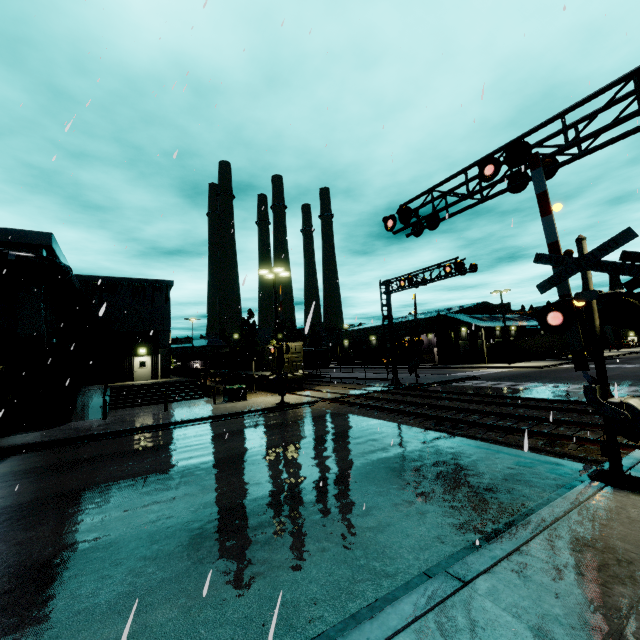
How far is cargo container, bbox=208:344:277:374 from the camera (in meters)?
28.20

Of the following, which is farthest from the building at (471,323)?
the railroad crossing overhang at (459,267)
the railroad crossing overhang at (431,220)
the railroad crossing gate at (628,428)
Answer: the railroad crossing overhang at (431,220)

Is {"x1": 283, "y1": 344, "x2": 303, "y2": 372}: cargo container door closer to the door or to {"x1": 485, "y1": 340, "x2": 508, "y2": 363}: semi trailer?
{"x1": 485, "y1": 340, "x2": 508, "y2": 363}: semi trailer

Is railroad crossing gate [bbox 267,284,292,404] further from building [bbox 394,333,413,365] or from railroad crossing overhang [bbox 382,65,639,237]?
railroad crossing overhang [bbox 382,65,639,237]

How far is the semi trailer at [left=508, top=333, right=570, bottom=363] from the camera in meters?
43.8 m

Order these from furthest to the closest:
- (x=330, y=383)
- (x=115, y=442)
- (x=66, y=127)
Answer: (x=330, y=383), (x=115, y=442), (x=66, y=127)

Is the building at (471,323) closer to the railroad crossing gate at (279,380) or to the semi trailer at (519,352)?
the semi trailer at (519,352)

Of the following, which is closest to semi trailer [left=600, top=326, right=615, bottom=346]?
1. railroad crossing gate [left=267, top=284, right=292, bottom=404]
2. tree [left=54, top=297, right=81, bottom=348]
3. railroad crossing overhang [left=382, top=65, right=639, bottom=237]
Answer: railroad crossing overhang [left=382, top=65, right=639, bottom=237]
